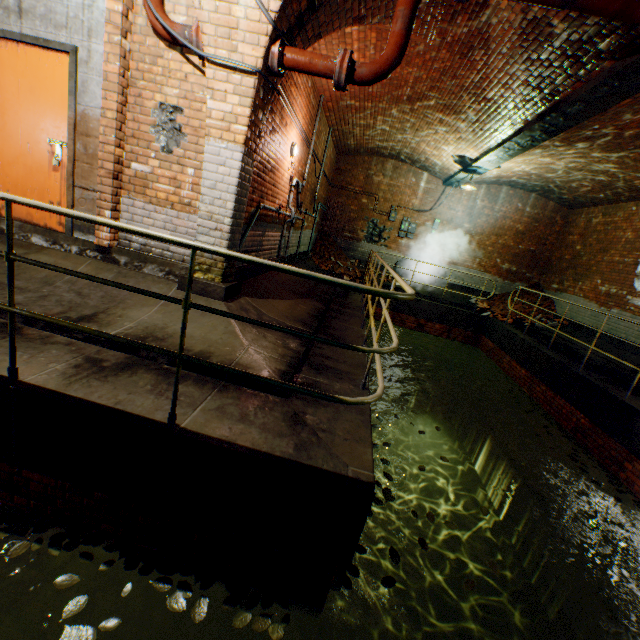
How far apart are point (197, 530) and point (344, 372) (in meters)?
2.14

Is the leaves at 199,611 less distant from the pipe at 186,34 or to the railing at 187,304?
the railing at 187,304

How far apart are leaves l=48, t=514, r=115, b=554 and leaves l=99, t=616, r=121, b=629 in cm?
28

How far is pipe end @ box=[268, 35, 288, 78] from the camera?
3.34m

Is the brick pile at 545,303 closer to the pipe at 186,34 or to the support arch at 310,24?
the support arch at 310,24

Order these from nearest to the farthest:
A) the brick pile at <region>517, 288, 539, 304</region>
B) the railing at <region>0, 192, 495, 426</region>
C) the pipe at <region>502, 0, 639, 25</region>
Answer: the railing at <region>0, 192, 495, 426</region> < the pipe at <region>502, 0, 639, 25</region> < the brick pile at <region>517, 288, 539, 304</region>

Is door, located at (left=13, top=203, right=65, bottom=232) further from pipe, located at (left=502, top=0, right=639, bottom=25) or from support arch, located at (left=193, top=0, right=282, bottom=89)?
pipe, located at (left=502, top=0, right=639, bottom=25)

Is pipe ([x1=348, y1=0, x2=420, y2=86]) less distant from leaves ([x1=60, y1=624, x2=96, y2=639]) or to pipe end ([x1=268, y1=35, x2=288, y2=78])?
pipe end ([x1=268, y1=35, x2=288, y2=78])
